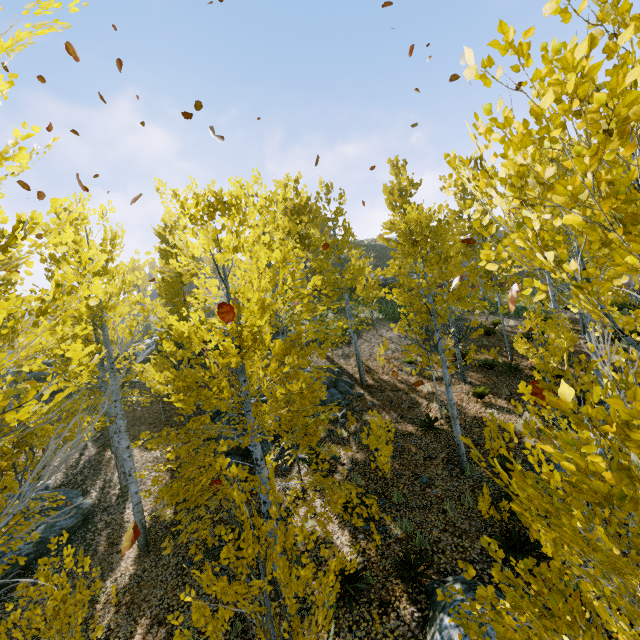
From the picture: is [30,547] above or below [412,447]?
below

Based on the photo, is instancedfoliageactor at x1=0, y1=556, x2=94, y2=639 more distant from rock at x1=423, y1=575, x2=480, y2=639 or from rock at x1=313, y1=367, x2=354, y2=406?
rock at x1=423, y1=575, x2=480, y2=639

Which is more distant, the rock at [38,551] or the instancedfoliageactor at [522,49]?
the rock at [38,551]

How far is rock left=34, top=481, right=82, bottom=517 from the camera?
11.02m

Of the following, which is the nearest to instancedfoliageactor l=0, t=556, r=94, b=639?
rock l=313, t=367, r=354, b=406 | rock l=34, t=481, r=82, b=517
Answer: rock l=313, t=367, r=354, b=406

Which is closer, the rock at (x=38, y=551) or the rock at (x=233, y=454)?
the rock at (x=38, y=551)

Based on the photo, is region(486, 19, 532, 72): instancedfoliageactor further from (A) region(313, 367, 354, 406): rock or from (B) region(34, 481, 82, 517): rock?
(B) region(34, 481, 82, 517): rock
